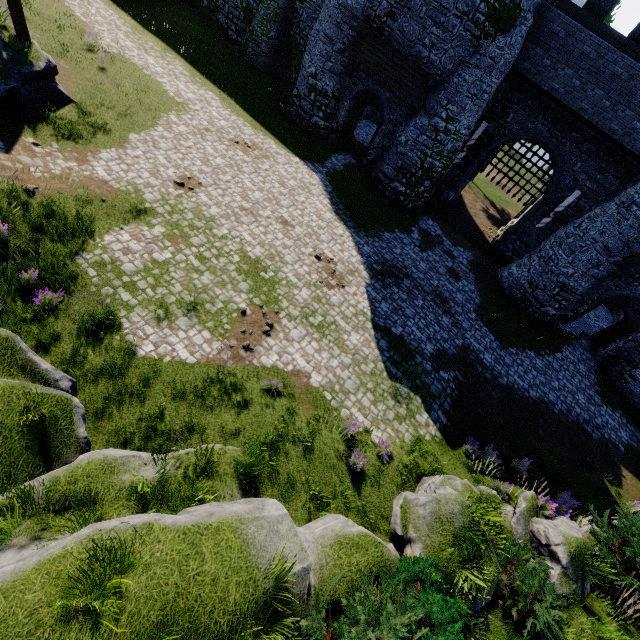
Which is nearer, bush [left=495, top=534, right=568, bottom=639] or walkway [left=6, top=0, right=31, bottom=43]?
bush [left=495, top=534, right=568, bottom=639]

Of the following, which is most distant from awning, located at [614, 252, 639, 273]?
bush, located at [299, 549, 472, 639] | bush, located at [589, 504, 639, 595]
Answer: bush, located at [299, 549, 472, 639]

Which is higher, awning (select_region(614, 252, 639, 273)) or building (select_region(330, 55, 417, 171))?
awning (select_region(614, 252, 639, 273))

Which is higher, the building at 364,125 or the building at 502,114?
the building at 502,114

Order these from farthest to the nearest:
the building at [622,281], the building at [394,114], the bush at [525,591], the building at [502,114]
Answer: the building at [394,114]
the building at [622,281]
the building at [502,114]
the bush at [525,591]

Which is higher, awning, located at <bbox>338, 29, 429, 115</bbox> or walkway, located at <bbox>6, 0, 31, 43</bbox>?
awning, located at <bbox>338, 29, 429, 115</bbox>

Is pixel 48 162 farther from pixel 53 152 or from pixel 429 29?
pixel 429 29

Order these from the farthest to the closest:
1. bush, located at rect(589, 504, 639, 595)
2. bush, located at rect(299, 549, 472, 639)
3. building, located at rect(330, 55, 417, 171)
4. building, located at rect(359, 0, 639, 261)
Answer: building, located at rect(330, 55, 417, 171) < building, located at rect(359, 0, 639, 261) < bush, located at rect(589, 504, 639, 595) < bush, located at rect(299, 549, 472, 639)
